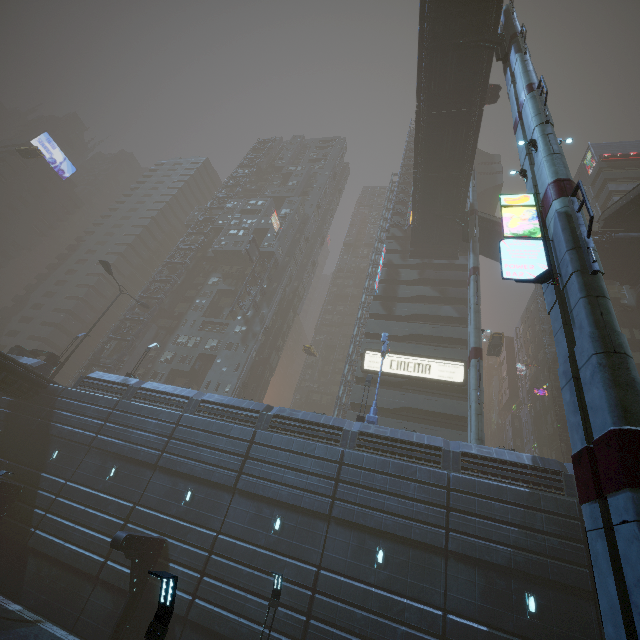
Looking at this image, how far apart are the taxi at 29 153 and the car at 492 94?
0.0m

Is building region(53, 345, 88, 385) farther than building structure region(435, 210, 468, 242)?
Yes

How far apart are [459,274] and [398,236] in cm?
1141

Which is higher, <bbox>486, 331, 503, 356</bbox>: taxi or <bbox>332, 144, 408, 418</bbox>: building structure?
<bbox>332, 144, 408, 418</bbox>: building structure

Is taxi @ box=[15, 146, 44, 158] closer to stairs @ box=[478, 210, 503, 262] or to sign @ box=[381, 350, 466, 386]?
stairs @ box=[478, 210, 503, 262]

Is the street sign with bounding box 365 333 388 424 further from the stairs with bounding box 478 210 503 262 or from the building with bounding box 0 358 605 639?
the stairs with bounding box 478 210 503 262

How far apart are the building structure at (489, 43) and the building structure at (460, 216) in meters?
14.7 m

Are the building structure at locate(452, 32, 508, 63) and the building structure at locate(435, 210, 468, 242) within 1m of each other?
no
